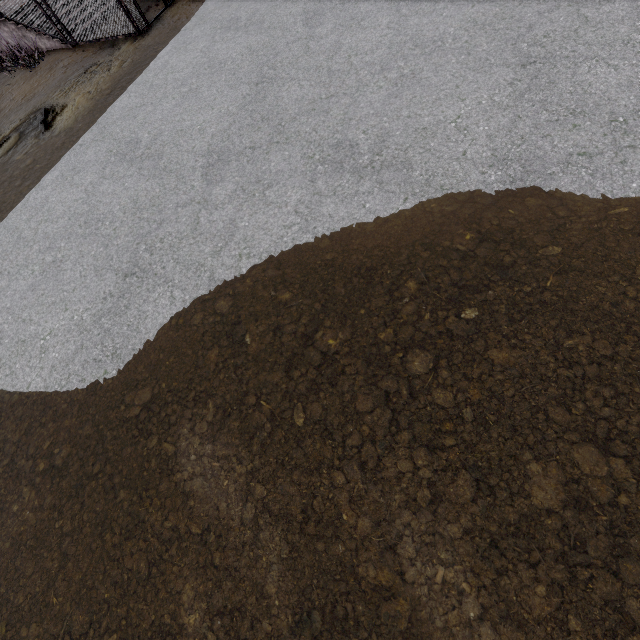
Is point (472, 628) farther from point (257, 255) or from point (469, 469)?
point (257, 255)
